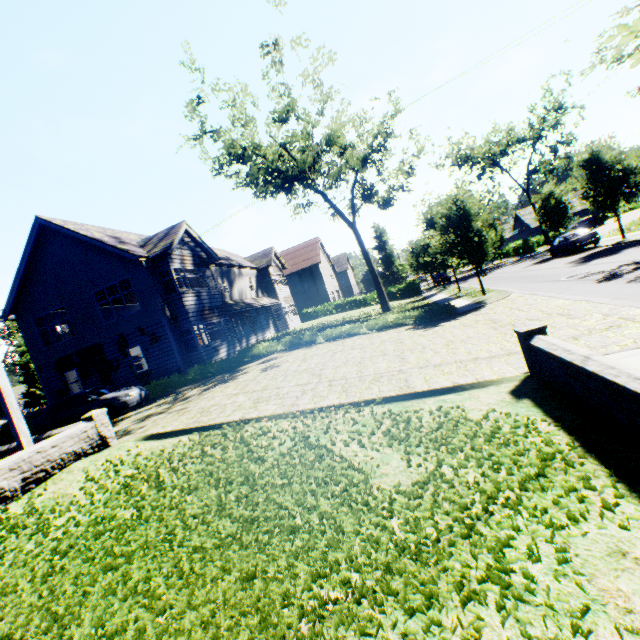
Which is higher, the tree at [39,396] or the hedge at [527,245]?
the tree at [39,396]

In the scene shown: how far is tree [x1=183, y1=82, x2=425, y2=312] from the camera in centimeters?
2059cm

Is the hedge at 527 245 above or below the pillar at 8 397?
below

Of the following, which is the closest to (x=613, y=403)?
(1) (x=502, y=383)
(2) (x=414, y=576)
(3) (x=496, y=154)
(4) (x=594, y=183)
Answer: (1) (x=502, y=383)

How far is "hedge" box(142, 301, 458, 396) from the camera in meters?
16.4 m

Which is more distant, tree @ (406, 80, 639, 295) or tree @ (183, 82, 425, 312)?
tree @ (183, 82, 425, 312)

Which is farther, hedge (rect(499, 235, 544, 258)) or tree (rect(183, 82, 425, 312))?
hedge (rect(499, 235, 544, 258))

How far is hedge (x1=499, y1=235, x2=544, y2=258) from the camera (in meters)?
43.19
